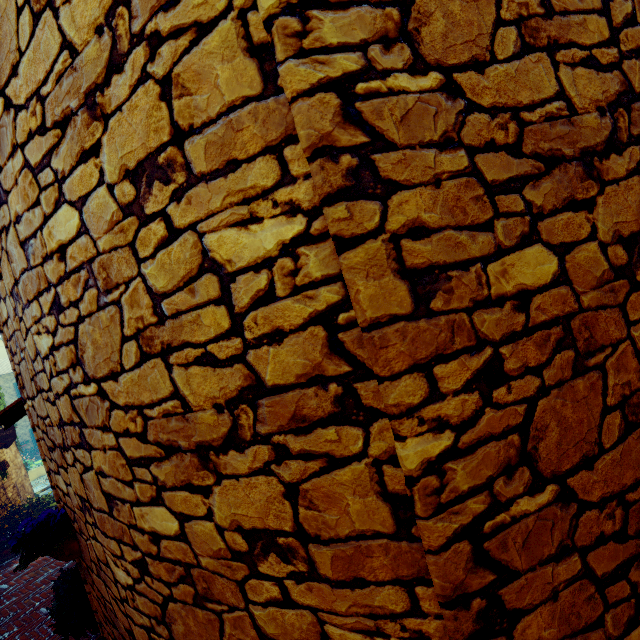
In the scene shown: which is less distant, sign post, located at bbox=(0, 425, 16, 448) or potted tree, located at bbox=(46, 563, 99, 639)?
potted tree, located at bbox=(46, 563, 99, 639)

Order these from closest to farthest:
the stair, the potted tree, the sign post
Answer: the potted tree → the sign post → the stair

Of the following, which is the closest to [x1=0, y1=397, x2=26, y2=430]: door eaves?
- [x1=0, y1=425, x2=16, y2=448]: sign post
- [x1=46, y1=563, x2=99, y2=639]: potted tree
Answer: [x1=46, y1=563, x2=99, y2=639]: potted tree

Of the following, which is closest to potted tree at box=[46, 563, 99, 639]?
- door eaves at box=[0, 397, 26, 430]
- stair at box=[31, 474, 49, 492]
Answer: door eaves at box=[0, 397, 26, 430]

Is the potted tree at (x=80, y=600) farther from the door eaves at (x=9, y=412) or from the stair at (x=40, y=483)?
the stair at (x=40, y=483)

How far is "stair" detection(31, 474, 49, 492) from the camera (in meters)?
13.82

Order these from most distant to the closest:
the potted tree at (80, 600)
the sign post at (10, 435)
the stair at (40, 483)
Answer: the stair at (40, 483) → the sign post at (10, 435) → the potted tree at (80, 600)

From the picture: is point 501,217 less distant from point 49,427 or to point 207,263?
point 207,263
